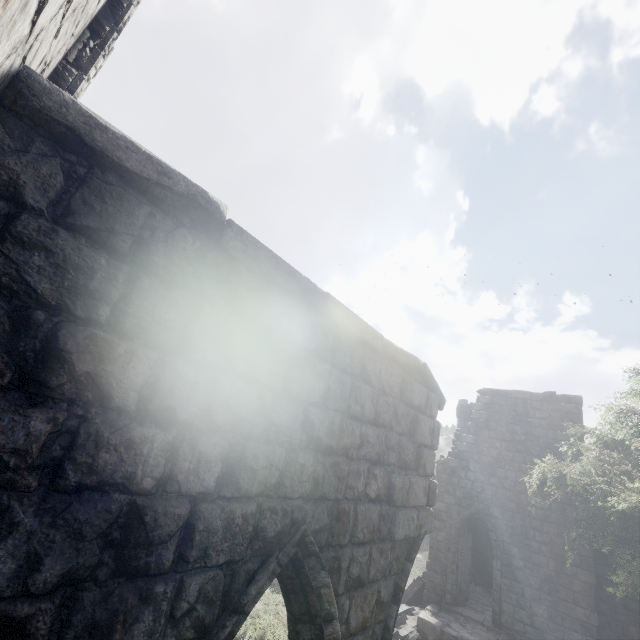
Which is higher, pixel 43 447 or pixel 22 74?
pixel 22 74

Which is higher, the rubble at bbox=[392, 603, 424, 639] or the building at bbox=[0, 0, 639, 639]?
the building at bbox=[0, 0, 639, 639]

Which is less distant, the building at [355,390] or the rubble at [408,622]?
the building at [355,390]

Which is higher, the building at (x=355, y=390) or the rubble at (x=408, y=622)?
the building at (x=355, y=390)

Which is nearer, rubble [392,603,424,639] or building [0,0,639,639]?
building [0,0,639,639]
